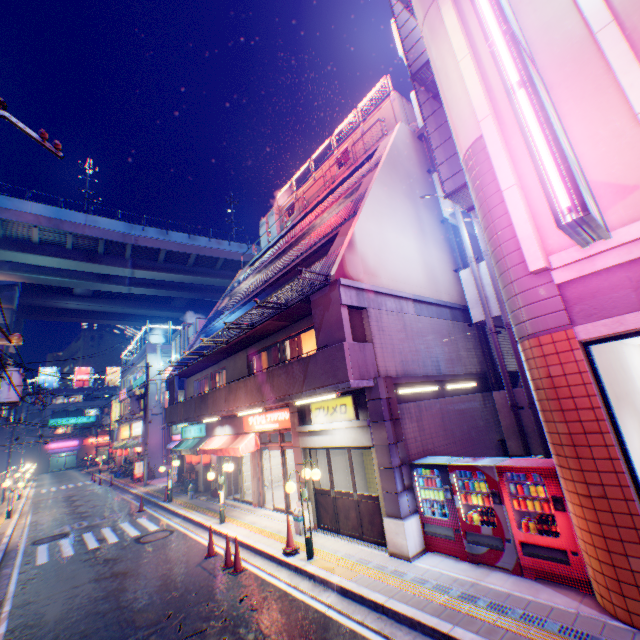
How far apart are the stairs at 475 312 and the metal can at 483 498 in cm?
630

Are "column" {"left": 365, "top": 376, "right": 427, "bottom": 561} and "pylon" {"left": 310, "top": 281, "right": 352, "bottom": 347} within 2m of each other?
yes

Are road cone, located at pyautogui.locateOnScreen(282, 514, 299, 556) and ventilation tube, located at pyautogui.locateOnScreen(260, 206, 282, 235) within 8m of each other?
no

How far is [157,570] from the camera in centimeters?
959cm

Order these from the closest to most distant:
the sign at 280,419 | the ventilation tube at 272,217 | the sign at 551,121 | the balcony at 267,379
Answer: the sign at 551,121
the balcony at 267,379
the sign at 280,419
the ventilation tube at 272,217

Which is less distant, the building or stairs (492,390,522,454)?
stairs (492,390,522,454)

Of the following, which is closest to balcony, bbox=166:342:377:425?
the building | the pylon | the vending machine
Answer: the pylon

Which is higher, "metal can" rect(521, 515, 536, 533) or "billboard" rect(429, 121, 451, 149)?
"billboard" rect(429, 121, 451, 149)
